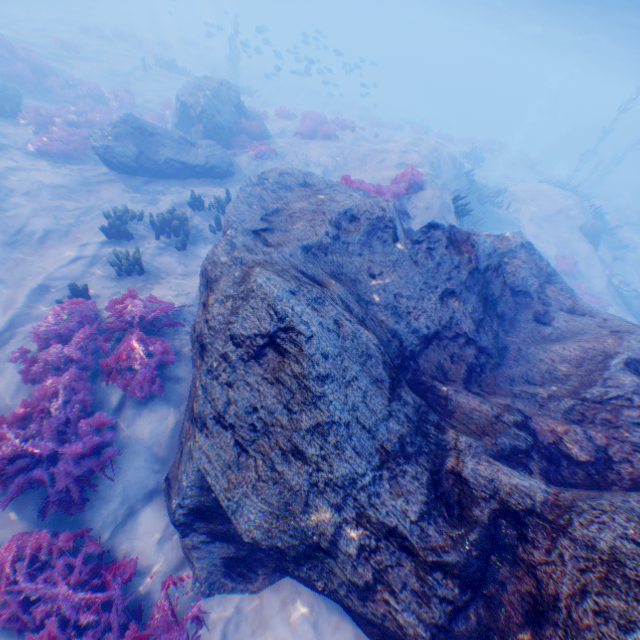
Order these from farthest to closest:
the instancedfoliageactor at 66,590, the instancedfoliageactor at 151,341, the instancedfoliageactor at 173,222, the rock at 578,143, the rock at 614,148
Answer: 1. the rock at 578,143
2. the rock at 614,148
3. the instancedfoliageactor at 173,222
4. the instancedfoliageactor at 151,341
5. the instancedfoliageactor at 66,590

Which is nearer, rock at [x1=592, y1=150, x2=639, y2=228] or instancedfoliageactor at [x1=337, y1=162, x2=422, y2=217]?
instancedfoliageactor at [x1=337, y1=162, x2=422, y2=217]

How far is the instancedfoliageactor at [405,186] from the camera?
10.30m

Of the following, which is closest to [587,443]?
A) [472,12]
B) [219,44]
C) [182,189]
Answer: [182,189]

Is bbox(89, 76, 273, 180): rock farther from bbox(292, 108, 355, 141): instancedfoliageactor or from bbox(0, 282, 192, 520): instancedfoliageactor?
bbox(0, 282, 192, 520): instancedfoliageactor

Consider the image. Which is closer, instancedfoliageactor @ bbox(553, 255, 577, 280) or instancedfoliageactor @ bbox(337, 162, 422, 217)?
instancedfoliageactor @ bbox(337, 162, 422, 217)

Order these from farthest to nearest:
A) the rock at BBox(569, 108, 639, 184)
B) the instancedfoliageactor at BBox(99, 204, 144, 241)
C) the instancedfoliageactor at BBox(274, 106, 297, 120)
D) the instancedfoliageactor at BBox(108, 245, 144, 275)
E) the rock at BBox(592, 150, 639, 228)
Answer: the rock at BBox(569, 108, 639, 184) → the rock at BBox(592, 150, 639, 228) → the instancedfoliageactor at BBox(274, 106, 297, 120) → the instancedfoliageactor at BBox(99, 204, 144, 241) → the instancedfoliageactor at BBox(108, 245, 144, 275)

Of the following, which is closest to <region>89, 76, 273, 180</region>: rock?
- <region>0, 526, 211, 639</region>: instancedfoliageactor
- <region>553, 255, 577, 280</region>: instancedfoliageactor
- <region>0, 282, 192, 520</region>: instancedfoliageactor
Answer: <region>0, 282, 192, 520</region>: instancedfoliageactor
